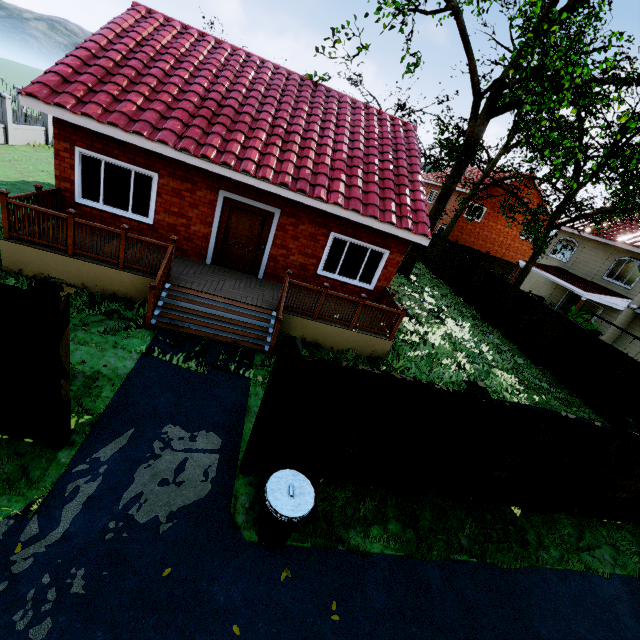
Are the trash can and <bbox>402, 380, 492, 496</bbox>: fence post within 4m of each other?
yes

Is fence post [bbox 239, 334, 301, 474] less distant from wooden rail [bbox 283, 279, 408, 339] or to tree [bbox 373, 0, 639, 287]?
wooden rail [bbox 283, 279, 408, 339]

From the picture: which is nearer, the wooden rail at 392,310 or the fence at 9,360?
the fence at 9,360

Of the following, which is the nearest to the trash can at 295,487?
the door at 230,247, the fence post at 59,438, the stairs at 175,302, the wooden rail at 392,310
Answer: the fence post at 59,438

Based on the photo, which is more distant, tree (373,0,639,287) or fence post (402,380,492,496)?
tree (373,0,639,287)

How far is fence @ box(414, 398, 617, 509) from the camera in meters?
5.2 m

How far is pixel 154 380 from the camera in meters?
6.2 m

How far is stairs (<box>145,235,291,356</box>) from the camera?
7.5m
